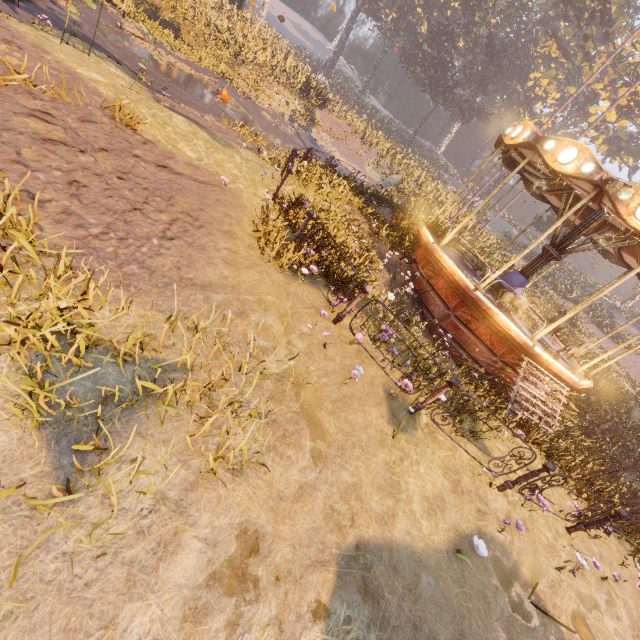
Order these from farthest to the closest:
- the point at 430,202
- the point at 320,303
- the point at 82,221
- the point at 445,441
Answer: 1. the point at 430,202
2. the point at 320,303
3. the point at 445,441
4. the point at 82,221

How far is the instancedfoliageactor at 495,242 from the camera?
19.56m

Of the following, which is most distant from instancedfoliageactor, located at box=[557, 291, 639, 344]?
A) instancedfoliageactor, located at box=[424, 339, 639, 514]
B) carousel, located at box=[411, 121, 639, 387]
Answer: instancedfoliageactor, located at box=[424, 339, 639, 514]

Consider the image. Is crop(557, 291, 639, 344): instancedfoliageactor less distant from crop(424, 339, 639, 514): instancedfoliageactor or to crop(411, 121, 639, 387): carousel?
crop(411, 121, 639, 387): carousel

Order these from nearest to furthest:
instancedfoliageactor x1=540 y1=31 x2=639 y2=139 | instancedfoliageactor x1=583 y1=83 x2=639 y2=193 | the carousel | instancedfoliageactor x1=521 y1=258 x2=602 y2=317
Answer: the carousel → instancedfoliageactor x1=521 y1=258 x2=602 y2=317 → instancedfoliageactor x1=540 y1=31 x2=639 y2=139 → instancedfoliageactor x1=583 y1=83 x2=639 y2=193

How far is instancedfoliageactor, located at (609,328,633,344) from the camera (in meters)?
25.90
